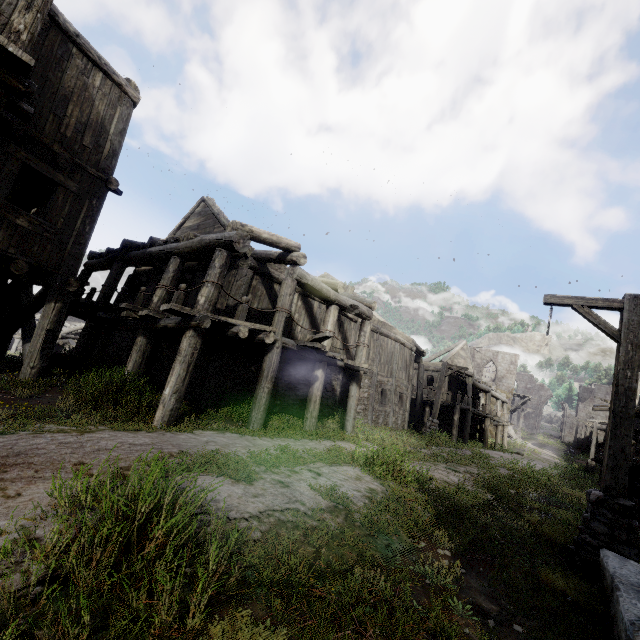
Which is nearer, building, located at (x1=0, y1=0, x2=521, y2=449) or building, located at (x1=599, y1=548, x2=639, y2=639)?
building, located at (x1=599, y1=548, x2=639, y2=639)

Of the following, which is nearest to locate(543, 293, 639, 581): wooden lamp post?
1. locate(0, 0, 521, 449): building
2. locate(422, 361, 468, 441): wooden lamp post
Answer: locate(0, 0, 521, 449): building

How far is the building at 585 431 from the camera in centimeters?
4528cm

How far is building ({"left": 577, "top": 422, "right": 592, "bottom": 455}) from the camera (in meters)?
45.28

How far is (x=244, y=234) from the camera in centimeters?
803cm

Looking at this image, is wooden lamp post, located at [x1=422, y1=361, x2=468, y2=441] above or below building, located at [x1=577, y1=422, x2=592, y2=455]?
below

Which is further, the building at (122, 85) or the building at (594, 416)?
the building at (594, 416)

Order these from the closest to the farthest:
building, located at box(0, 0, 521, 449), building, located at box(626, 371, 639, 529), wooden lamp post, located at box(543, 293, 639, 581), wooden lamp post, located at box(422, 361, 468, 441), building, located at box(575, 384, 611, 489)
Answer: wooden lamp post, located at box(543, 293, 639, 581) → building, located at box(0, 0, 521, 449) → building, located at box(626, 371, 639, 529) → wooden lamp post, located at box(422, 361, 468, 441) → building, located at box(575, 384, 611, 489)
